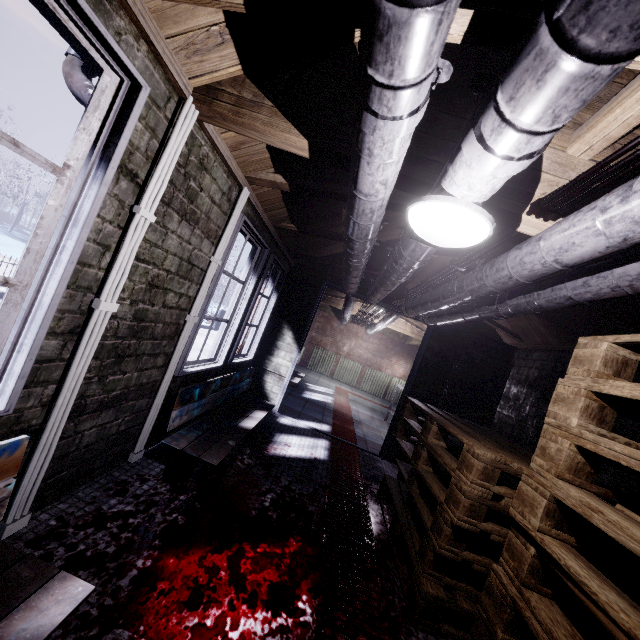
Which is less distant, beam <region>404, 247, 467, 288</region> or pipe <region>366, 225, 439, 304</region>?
pipe <region>366, 225, 439, 304</region>

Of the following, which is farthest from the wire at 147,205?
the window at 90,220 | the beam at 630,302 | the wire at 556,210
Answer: the beam at 630,302

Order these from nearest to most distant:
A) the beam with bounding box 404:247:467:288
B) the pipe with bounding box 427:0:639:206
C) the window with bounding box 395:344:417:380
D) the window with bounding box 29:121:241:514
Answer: the pipe with bounding box 427:0:639:206, the window with bounding box 29:121:241:514, the beam with bounding box 404:247:467:288, the window with bounding box 395:344:417:380

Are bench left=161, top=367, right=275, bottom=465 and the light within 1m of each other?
no

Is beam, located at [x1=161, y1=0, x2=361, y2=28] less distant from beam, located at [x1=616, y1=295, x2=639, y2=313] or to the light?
the light

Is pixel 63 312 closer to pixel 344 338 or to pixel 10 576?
pixel 10 576

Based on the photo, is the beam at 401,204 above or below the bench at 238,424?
above

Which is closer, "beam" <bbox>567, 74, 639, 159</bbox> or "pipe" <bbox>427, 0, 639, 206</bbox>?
"pipe" <bbox>427, 0, 639, 206</bbox>
